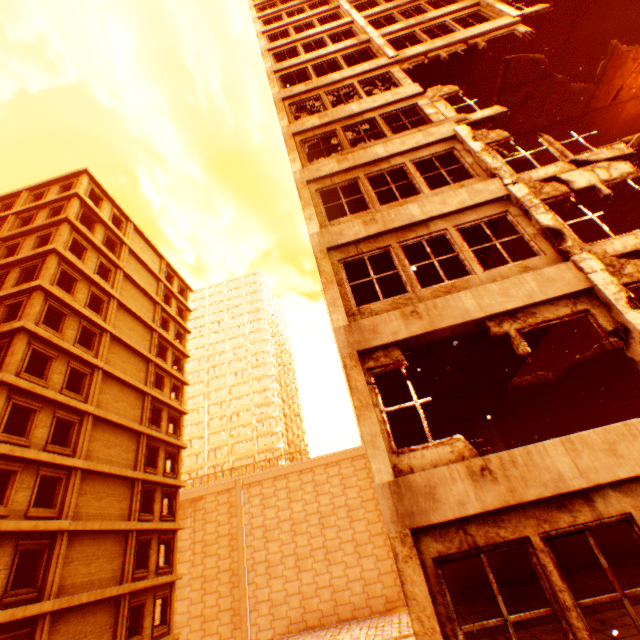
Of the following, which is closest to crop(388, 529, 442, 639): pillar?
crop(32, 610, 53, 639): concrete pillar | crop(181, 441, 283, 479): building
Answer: crop(32, 610, 53, 639): concrete pillar

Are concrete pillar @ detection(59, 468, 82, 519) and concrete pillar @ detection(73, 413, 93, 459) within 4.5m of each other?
yes

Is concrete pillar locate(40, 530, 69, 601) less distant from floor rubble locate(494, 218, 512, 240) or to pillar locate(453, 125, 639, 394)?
pillar locate(453, 125, 639, 394)

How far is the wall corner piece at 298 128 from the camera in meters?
11.2

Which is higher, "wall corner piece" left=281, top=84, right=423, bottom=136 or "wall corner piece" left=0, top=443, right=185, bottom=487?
"wall corner piece" left=281, top=84, right=423, bottom=136

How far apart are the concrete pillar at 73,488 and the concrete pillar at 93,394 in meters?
3.4

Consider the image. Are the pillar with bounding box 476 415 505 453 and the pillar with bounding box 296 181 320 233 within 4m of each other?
no

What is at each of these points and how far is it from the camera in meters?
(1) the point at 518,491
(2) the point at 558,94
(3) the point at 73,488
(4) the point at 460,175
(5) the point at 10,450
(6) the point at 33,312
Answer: (1) wall corner piece, 4.6
(2) floor rubble, 15.5
(3) concrete pillar, 16.9
(4) floor rubble, 14.1
(5) wall corner piece, 14.3
(6) concrete pillar, 17.6
